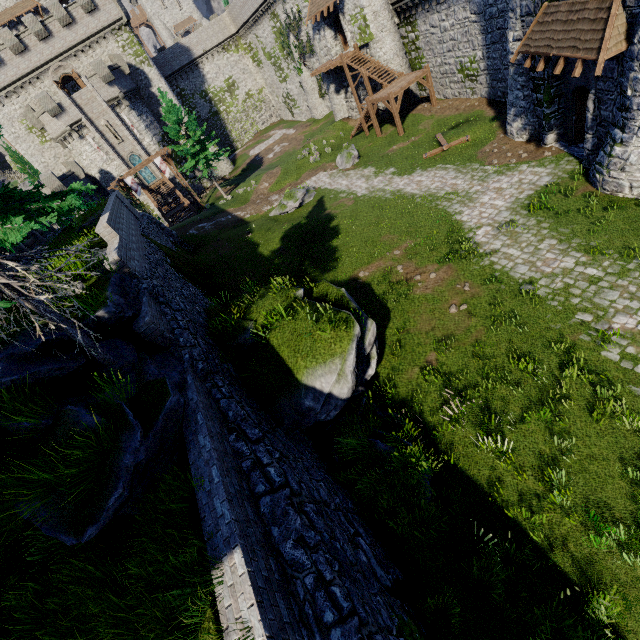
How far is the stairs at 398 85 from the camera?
25.0 meters

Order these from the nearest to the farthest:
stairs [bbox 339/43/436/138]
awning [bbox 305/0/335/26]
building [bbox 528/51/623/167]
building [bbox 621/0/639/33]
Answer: building [bbox 621/0/639/33] < building [bbox 528/51/623/167] < stairs [bbox 339/43/436/138] < awning [bbox 305/0/335/26]

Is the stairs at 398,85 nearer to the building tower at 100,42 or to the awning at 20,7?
the building tower at 100,42

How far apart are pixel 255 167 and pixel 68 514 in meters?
45.7 m

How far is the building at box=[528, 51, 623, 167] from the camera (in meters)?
11.60

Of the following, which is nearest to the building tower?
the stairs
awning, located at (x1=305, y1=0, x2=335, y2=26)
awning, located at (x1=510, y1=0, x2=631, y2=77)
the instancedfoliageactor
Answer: the instancedfoliageactor

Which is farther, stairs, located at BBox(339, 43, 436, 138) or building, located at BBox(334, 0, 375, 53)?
building, located at BBox(334, 0, 375, 53)

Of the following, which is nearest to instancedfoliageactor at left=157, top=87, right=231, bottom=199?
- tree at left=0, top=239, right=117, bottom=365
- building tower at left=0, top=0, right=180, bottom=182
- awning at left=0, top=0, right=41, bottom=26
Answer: building tower at left=0, top=0, right=180, bottom=182
